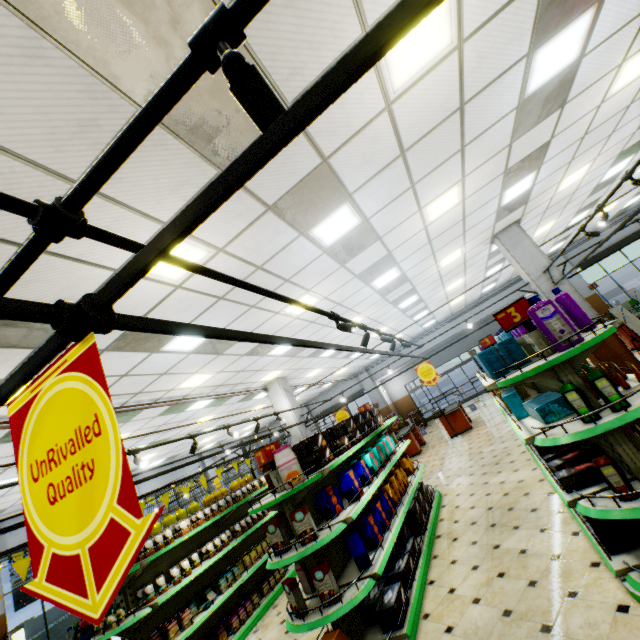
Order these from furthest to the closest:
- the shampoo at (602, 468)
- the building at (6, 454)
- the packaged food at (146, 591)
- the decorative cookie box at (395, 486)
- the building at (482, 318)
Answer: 1. the building at (482, 318)
2. the building at (6, 454)
3. the packaged food at (146, 591)
4. the decorative cookie box at (395, 486)
5. the shampoo at (602, 468)

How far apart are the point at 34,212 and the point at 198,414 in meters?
11.5

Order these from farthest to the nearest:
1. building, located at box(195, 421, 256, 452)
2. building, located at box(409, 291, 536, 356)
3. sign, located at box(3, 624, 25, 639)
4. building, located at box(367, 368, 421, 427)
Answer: building, located at box(367, 368, 421, 427), building, located at box(409, 291, 536, 356), building, located at box(195, 421, 256, 452), sign, located at box(3, 624, 25, 639)

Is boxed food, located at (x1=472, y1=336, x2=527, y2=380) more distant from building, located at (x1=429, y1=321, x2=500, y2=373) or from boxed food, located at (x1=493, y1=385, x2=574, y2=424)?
building, located at (x1=429, y1=321, x2=500, y2=373)

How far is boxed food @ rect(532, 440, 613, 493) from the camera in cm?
299

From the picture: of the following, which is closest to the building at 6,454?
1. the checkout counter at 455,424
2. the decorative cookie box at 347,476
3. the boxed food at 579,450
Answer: the checkout counter at 455,424

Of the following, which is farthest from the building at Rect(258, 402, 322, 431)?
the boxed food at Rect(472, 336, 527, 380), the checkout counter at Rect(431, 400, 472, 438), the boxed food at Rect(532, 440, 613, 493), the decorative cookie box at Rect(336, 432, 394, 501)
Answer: the boxed food at Rect(472, 336, 527, 380)

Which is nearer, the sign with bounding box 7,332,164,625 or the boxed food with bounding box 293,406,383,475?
the sign with bounding box 7,332,164,625
